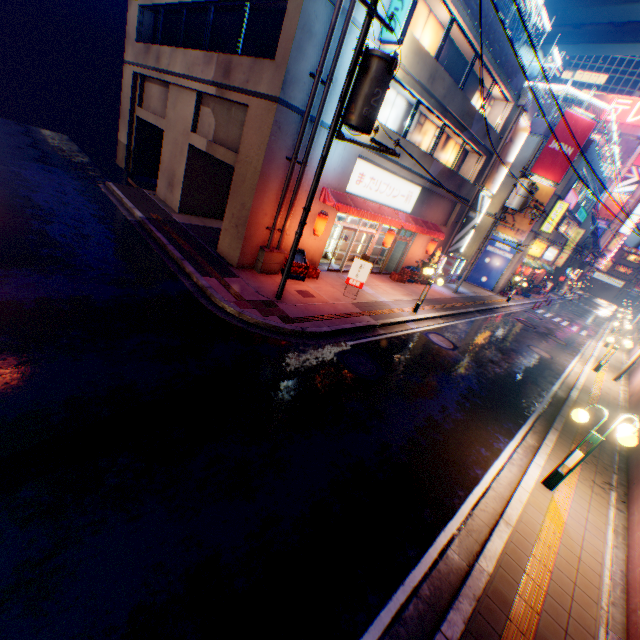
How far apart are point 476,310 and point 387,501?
17.7m

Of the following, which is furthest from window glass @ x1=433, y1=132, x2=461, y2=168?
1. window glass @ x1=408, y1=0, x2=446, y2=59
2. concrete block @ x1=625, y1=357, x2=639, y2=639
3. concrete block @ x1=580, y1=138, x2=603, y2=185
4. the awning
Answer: concrete block @ x1=625, y1=357, x2=639, y2=639

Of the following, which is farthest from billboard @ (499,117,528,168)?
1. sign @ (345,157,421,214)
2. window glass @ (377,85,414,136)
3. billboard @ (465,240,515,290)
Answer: sign @ (345,157,421,214)

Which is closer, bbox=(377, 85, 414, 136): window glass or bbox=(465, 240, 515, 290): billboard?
bbox=(377, 85, 414, 136): window glass

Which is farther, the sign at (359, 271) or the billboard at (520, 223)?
the billboard at (520, 223)

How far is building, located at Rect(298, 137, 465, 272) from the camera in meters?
12.9 m

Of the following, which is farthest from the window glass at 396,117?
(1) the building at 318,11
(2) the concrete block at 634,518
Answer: (2) the concrete block at 634,518

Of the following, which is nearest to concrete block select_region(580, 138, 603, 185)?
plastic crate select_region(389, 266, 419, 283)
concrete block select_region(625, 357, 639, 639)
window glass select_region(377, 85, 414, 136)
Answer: window glass select_region(377, 85, 414, 136)
